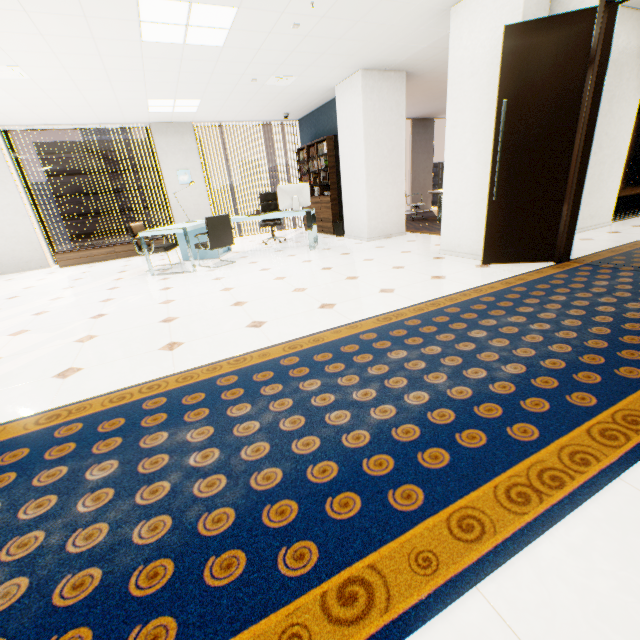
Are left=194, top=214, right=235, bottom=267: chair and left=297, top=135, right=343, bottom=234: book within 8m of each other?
yes

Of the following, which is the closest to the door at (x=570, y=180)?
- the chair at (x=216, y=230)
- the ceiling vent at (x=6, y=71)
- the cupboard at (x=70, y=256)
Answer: the chair at (x=216, y=230)

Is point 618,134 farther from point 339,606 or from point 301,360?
point 339,606

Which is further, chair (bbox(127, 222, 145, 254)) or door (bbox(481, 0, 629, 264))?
chair (bbox(127, 222, 145, 254))

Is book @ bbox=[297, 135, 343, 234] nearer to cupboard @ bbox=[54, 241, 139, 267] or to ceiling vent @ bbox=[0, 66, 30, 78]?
cupboard @ bbox=[54, 241, 139, 267]

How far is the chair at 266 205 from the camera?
7.8 meters

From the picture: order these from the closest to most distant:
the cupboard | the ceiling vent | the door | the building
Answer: the door, the ceiling vent, the cupboard, the building

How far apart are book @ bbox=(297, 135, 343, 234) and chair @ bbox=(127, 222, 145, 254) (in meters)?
3.63
